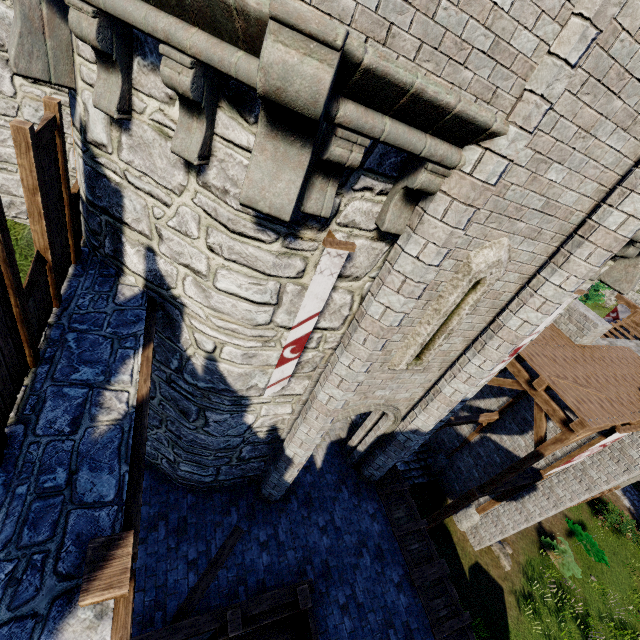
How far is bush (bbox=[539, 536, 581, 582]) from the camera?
15.3m

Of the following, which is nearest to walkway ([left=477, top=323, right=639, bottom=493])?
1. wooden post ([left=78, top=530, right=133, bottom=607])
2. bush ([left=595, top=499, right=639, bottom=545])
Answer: wooden post ([left=78, top=530, right=133, bottom=607])

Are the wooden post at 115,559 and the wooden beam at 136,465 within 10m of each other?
yes

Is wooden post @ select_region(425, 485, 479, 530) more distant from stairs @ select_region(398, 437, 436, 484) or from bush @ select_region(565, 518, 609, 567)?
bush @ select_region(565, 518, 609, 567)

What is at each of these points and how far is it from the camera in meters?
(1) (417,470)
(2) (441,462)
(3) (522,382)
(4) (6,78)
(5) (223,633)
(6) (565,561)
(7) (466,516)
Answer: (1) stairs, 16.8
(2) stone base, 16.7
(3) walkway, 9.8
(4) building tower, 4.9
(5) stairs, 5.9
(6) bush, 15.7
(7) stone base, 15.2

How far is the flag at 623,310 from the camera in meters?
19.3 m

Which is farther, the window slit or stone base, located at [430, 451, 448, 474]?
stone base, located at [430, 451, 448, 474]

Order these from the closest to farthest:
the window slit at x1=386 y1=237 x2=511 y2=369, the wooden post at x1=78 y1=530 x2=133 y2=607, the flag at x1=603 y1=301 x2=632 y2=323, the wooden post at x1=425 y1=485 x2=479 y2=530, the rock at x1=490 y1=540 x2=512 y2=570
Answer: the wooden post at x1=78 y1=530 x2=133 y2=607 < the window slit at x1=386 y1=237 x2=511 y2=369 < the wooden post at x1=425 y1=485 x2=479 y2=530 < the rock at x1=490 y1=540 x2=512 y2=570 < the flag at x1=603 y1=301 x2=632 y2=323
